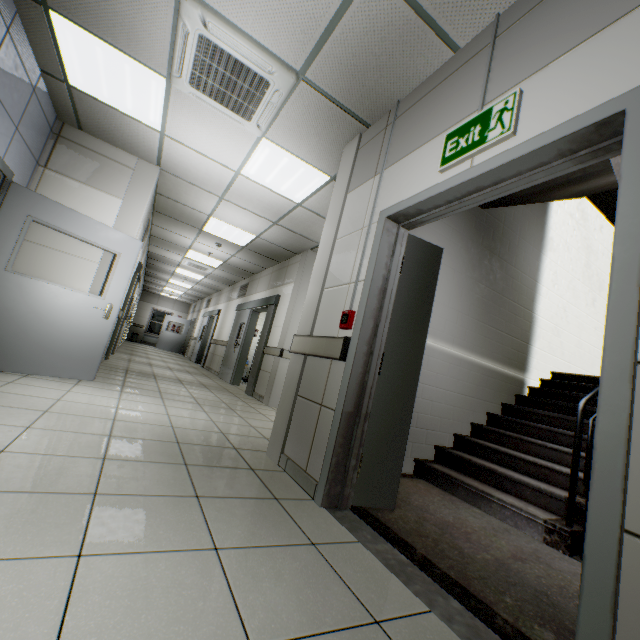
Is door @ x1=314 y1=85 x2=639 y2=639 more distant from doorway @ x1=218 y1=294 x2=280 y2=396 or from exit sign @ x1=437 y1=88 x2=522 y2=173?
doorway @ x1=218 y1=294 x2=280 y2=396

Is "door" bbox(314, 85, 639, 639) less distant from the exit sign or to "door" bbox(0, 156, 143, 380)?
the exit sign

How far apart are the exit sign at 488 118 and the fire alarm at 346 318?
1.1m

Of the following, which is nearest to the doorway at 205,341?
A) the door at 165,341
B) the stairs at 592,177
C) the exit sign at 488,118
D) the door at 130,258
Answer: the door at 165,341

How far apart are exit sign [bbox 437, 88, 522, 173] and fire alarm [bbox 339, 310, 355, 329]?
1.10m

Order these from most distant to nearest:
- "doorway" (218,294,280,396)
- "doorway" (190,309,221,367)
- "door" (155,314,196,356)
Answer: "door" (155,314,196,356)
"doorway" (190,309,221,367)
"doorway" (218,294,280,396)

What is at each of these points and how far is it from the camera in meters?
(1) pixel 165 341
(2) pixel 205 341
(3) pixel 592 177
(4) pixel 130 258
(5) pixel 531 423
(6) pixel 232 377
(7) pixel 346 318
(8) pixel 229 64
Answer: (1) door, 18.7 m
(2) doorway, 14.1 m
(3) stairs, 3.7 m
(4) door, 4.5 m
(5) stairs, 3.8 m
(6) doorway, 8.6 m
(7) fire alarm, 2.4 m
(8) air conditioning vent, 2.8 m

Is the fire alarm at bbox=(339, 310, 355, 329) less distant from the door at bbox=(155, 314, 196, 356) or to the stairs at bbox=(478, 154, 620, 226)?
the stairs at bbox=(478, 154, 620, 226)
